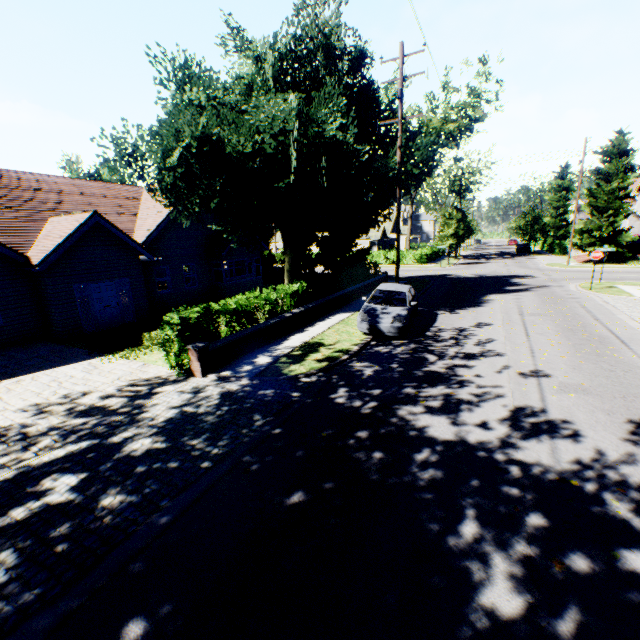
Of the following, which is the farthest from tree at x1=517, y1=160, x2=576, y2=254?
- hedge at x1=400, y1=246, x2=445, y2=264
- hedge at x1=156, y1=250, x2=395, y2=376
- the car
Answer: the car

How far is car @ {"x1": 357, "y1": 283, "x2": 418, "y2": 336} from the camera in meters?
11.7

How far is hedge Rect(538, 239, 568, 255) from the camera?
43.2m

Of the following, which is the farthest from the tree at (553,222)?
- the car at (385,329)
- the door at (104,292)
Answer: the door at (104,292)

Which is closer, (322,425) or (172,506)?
(172,506)

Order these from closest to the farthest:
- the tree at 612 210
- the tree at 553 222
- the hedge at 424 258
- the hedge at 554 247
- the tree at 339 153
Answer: the tree at 339 153
the tree at 612 210
the hedge at 424 258
the hedge at 554 247
the tree at 553 222

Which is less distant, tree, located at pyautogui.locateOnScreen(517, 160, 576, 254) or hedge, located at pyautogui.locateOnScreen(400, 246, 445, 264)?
hedge, located at pyautogui.locateOnScreen(400, 246, 445, 264)

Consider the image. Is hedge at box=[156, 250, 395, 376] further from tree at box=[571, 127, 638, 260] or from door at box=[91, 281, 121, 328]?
door at box=[91, 281, 121, 328]
